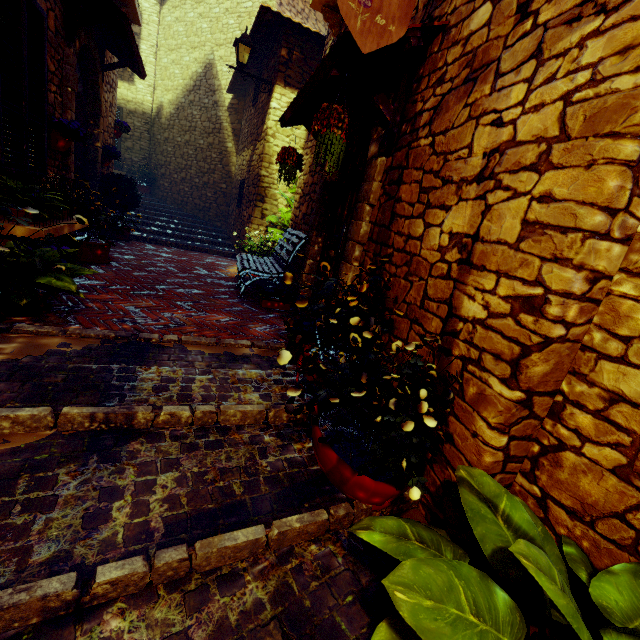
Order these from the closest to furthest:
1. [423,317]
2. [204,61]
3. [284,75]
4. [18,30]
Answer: [423,317] → [18,30] → [284,75] → [204,61]

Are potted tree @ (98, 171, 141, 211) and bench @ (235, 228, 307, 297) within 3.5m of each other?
yes

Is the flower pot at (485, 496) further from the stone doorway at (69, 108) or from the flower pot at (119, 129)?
the flower pot at (119, 129)

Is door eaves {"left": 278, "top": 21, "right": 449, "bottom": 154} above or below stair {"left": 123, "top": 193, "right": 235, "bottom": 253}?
above

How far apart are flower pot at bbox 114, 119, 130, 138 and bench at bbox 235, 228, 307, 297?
4.7 meters

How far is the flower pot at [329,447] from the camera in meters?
1.5 m

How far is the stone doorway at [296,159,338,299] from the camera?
4.2 meters

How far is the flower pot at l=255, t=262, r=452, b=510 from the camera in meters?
1.5
